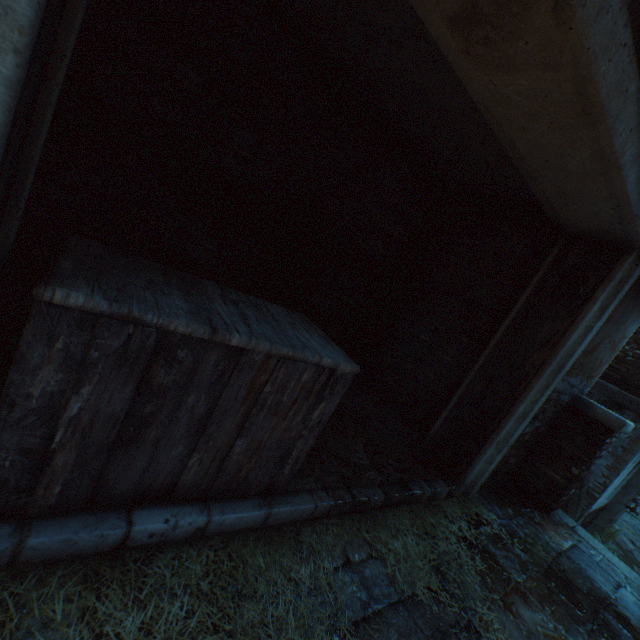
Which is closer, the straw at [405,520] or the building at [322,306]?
the straw at [405,520]

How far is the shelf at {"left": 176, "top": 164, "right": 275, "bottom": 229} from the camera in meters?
2.9

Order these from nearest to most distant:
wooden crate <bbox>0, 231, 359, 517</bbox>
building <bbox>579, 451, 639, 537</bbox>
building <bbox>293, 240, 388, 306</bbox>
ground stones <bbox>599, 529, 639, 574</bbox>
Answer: wooden crate <bbox>0, 231, 359, 517</bbox> < building <bbox>293, 240, 388, 306</bbox> < building <bbox>579, 451, 639, 537</bbox> < ground stones <bbox>599, 529, 639, 574</bbox>

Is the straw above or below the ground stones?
above

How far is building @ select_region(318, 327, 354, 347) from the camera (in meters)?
5.08

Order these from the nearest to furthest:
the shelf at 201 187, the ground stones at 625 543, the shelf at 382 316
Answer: the shelf at 201 187 → the shelf at 382 316 → the ground stones at 625 543

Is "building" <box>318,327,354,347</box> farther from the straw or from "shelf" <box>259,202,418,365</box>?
"shelf" <box>259,202,418,365</box>

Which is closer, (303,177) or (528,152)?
(528,152)
